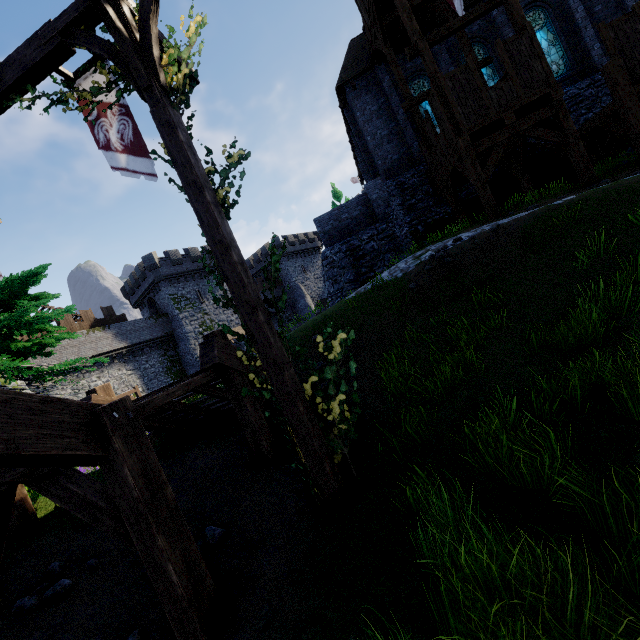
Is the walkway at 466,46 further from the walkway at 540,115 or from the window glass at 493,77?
the walkway at 540,115

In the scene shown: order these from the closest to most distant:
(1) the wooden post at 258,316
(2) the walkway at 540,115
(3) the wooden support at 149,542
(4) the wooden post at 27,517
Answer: (3) the wooden support at 149,542 → (1) the wooden post at 258,316 → (4) the wooden post at 27,517 → (2) the walkway at 540,115

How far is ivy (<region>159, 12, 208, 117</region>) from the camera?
4.4m

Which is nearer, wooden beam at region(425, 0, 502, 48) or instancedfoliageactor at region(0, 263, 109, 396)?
instancedfoliageactor at region(0, 263, 109, 396)

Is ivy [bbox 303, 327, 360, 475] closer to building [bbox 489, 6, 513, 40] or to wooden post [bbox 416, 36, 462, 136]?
wooden post [bbox 416, 36, 462, 136]

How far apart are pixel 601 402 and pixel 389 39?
19.97m

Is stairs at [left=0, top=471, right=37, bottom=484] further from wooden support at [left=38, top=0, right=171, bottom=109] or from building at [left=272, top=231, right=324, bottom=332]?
building at [left=272, top=231, right=324, bottom=332]

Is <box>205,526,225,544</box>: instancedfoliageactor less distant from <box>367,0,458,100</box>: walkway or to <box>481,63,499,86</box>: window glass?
<box>367,0,458,100</box>: walkway
